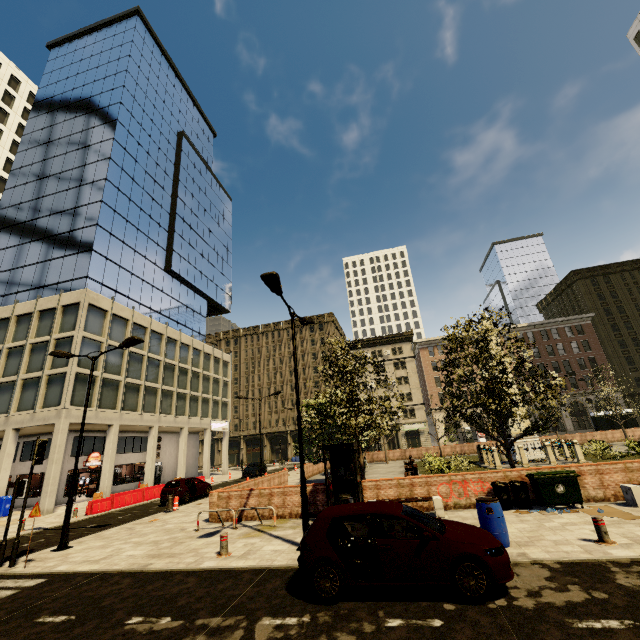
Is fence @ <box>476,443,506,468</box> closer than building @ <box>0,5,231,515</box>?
Yes

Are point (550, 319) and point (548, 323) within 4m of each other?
yes

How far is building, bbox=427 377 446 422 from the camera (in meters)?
57.95

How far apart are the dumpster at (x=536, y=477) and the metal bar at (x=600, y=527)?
3.2 meters

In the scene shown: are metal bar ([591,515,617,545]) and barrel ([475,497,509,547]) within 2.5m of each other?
yes

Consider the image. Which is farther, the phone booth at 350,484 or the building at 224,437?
the building at 224,437

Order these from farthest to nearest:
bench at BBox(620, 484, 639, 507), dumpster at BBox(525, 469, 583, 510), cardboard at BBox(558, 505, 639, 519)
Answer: dumpster at BBox(525, 469, 583, 510), bench at BBox(620, 484, 639, 507), cardboard at BBox(558, 505, 639, 519)

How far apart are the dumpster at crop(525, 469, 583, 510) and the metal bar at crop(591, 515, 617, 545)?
3.2m
